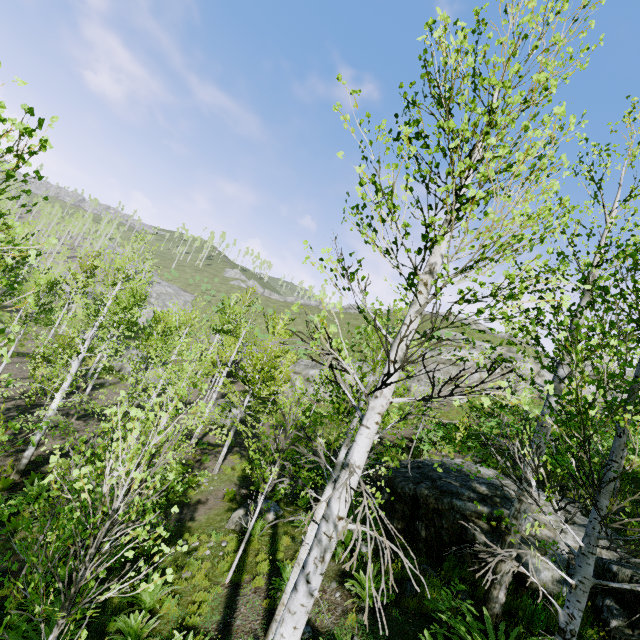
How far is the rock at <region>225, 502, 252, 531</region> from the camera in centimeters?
1077cm

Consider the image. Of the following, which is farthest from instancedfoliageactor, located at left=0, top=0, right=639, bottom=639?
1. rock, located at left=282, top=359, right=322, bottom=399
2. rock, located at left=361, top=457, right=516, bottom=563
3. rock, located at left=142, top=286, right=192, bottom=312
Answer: rock, located at left=282, top=359, right=322, bottom=399

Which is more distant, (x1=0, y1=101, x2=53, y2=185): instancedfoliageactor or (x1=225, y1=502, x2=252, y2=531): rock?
(x1=225, y1=502, x2=252, y2=531): rock

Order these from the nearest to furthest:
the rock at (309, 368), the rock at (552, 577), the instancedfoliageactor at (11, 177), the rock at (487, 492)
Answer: the instancedfoliageactor at (11, 177) → the rock at (552, 577) → the rock at (487, 492) → the rock at (309, 368)

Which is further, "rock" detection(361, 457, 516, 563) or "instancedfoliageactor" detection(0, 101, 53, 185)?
"rock" detection(361, 457, 516, 563)

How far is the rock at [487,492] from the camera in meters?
7.6

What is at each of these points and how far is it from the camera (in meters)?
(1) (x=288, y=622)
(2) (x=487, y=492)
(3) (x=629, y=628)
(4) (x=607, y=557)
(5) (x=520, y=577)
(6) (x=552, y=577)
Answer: (1) instancedfoliageactor, 2.79
(2) rock, 8.66
(3) rock, 5.13
(4) rock, 7.10
(5) rock, 6.54
(6) rock, 6.32
